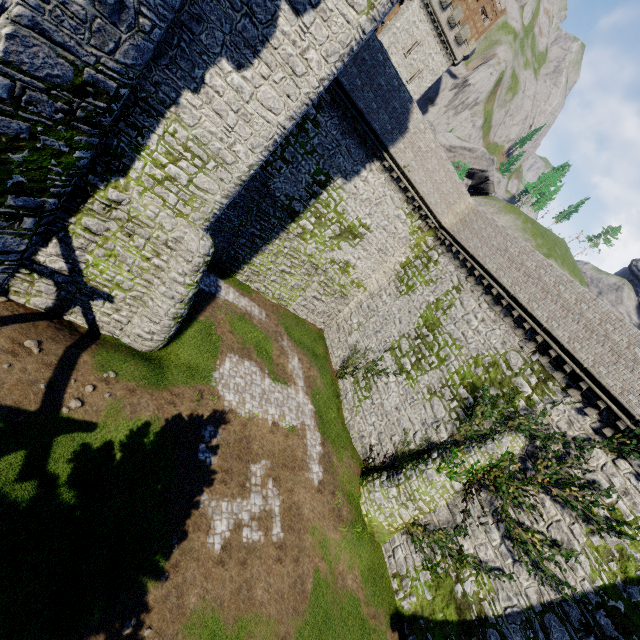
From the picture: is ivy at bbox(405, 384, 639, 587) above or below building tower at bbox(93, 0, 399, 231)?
below

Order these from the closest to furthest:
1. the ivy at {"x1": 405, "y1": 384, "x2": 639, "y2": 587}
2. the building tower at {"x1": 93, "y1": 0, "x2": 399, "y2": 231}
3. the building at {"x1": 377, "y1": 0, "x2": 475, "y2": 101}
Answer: the building tower at {"x1": 93, "y1": 0, "x2": 399, "y2": 231}, the ivy at {"x1": 405, "y1": 384, "x2": 639, "y2": 587}, the building at {"x1": 377, "y1": 0, "x2": 475, "y2": 101}

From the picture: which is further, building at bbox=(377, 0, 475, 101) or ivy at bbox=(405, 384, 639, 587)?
building at bbox=(377, 0, 475, 101)

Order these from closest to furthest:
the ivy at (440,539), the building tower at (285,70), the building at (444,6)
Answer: the building tower at (285,70)
the ivy at (440,539)
the building at (444,6)

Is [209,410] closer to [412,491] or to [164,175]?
[164,175]

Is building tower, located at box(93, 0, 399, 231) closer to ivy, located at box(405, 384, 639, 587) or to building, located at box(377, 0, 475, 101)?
ivy, located at box(405, 384, 639, 587)

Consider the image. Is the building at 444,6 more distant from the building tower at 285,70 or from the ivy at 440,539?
the ivy at 440,539
